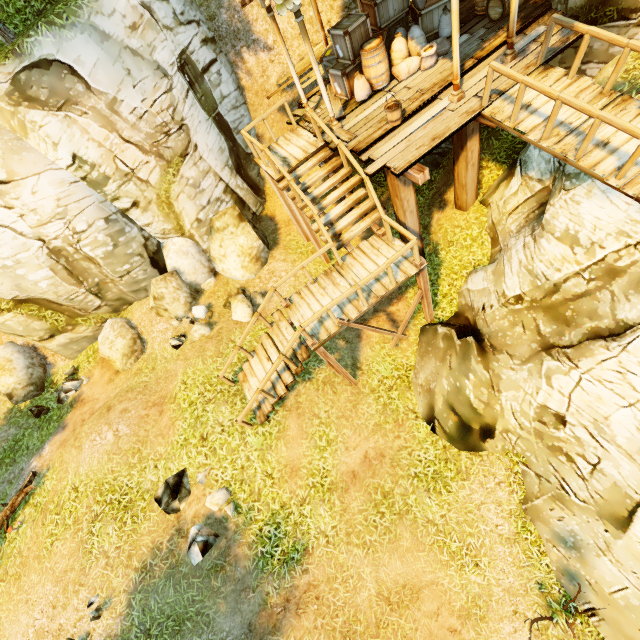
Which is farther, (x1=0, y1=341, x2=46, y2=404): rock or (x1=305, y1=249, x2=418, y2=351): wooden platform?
(x1=0, y1=341, x2=46, y2=404): rock

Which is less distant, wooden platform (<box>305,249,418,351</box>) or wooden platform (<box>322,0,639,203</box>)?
wooden platform (<box>322,0,639,203</box>)

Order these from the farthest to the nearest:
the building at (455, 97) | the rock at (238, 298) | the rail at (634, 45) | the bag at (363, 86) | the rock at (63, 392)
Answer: the rock at (63, 392) → the rock at (238, 298) → the bag at (363, 86) → the building at (455, 97) → the rail at (634, 45)

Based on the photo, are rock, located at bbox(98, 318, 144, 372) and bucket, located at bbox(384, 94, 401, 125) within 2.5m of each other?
no

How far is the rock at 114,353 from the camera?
11.41m

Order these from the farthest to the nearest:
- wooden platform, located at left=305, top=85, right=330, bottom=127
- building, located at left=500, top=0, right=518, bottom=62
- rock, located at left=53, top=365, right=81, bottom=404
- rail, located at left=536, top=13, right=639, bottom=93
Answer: rock, located at left=53, top=365, right=81, bottom=404
wooden platform, located at left=305, top=85, right=330, bottom=127
building, located at left=500, top=0, right=518, bottom=62
rail, located at left=536, top=13, right=639, bottom=93

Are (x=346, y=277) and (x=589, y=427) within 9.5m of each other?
yes

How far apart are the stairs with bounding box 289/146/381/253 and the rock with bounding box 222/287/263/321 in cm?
373
